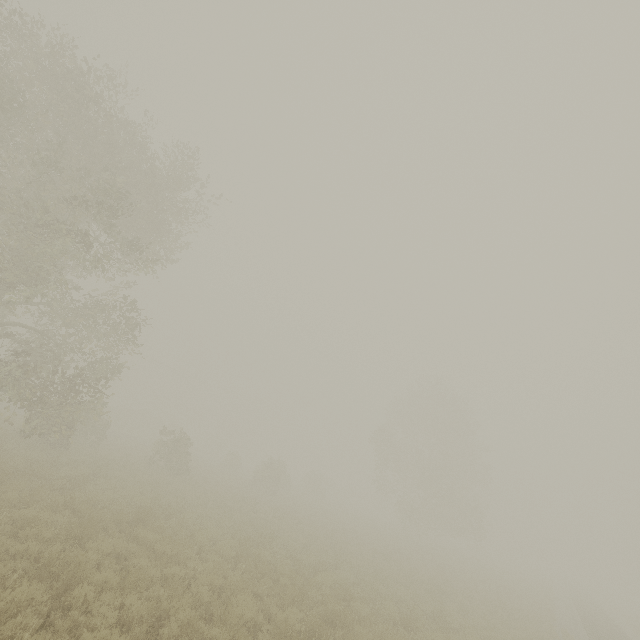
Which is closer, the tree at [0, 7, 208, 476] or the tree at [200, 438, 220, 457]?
the tree at [0, 7, 208, 476]

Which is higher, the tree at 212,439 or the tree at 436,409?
the tree at 436,409

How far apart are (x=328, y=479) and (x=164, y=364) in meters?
34.6 m

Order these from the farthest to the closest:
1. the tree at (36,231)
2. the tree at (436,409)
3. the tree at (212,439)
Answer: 1. the tree at (212,439)
2. the tree at (436,409)
3. the tree at (36,231)

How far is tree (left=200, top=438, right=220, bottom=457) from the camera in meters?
55.8 m

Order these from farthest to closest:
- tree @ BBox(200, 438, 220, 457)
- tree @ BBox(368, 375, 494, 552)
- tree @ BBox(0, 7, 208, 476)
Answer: tree @ BBox(200, 438, 220, 457), tree @ BBox(368, 375, 494, 552), tree @ BBox(0, 7, 208, 476)

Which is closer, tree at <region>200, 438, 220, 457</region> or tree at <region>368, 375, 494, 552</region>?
tree at <region>368, 375, 494, 552</region>
